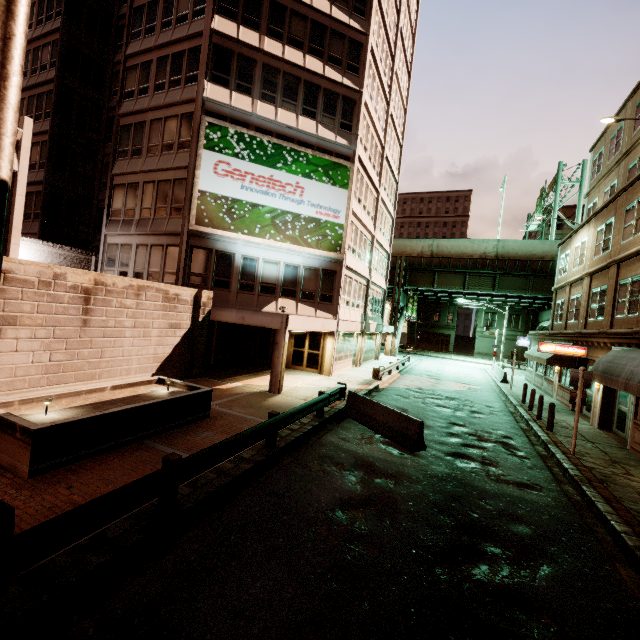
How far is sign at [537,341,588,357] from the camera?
17.7 meters

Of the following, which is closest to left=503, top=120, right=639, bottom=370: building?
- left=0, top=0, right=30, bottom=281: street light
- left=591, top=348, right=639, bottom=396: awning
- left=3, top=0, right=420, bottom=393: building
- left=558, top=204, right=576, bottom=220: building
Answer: left=591, top=348, right=639, bottom=396: awning

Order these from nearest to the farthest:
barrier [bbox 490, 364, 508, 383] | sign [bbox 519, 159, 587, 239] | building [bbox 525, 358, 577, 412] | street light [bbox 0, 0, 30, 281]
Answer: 1. street light [bbox 0, 0, 30, 281]
2. building [bbox 525, 358, 577, 412]
3. barrier [bbox 490, 364, 508, 383]
4. sign [bbox 519, 159, 587, 239]

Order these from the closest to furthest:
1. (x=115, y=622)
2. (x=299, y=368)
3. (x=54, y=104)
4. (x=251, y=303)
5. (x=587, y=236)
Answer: (x=115, y=622)
(x=251, y=303)
(x=587, y=236)
(x=299, y=368)
(x=54, y=104)

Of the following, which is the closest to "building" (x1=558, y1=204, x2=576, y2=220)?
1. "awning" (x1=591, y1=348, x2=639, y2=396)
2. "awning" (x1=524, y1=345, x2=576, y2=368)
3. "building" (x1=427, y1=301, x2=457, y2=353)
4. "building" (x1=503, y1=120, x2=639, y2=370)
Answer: "building" (x1=427, y1=301, x2=457, y2=353)

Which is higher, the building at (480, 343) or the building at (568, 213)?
the building at (568, 213)

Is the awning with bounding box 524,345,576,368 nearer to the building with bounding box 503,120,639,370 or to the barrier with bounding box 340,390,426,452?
the building with bounding box 503,120,639,370

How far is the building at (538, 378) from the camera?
20.1 meters
